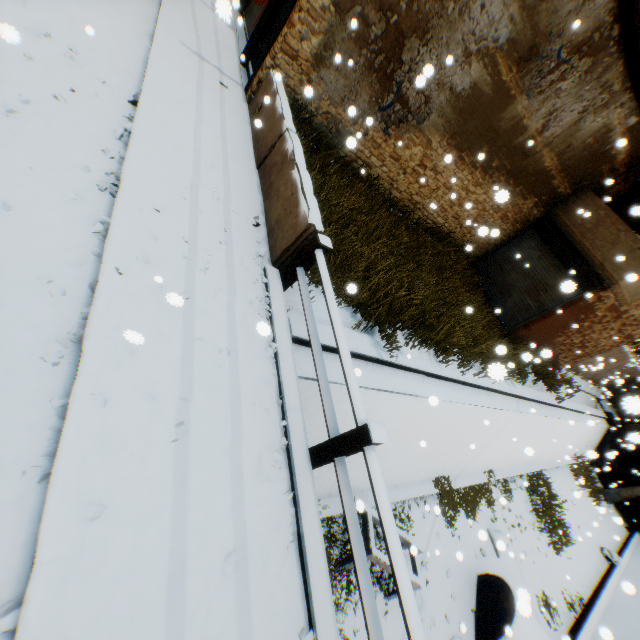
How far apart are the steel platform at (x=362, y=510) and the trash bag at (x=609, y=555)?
16.0m

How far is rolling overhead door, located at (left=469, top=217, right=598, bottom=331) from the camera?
10.9m

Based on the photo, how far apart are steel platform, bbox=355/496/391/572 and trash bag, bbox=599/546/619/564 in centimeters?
1601cm

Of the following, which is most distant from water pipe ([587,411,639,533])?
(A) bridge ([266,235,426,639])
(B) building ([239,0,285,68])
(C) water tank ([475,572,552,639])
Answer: (A) bridge ([266,235,426,639])

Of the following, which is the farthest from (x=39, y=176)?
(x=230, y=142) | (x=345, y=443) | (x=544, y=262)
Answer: (x=544, y=262)

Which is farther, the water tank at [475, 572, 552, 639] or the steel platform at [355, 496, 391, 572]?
the water tank at [475, 572, 552, 639]

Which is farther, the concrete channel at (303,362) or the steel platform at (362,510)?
the steel platform at (362,510)

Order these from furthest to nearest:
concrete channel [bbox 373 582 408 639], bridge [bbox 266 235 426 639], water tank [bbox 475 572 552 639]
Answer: water tank [bbox 475 572 552 639], concrete channel [bbox 373 582 408 639], bridge [bbox 266 235 426 639]
